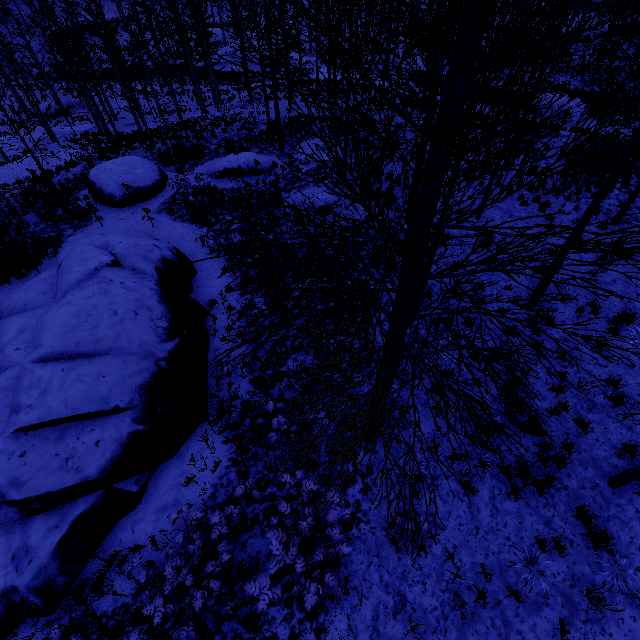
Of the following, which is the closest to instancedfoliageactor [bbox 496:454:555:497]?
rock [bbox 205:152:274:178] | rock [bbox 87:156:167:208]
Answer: rock [bbox 205:152:274:178]

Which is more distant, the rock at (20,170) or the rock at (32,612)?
the rock at (20,170)

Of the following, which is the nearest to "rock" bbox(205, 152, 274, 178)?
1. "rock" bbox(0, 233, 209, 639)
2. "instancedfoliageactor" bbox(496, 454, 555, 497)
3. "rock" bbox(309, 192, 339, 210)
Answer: "rock" bbox(309, 192, 339, 210)

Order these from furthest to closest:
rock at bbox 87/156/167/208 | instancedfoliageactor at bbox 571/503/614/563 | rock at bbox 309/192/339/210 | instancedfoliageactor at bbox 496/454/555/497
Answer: rock at bbox 87/156/167/208, rock at bbox 309/192/339/210, instancedfoliageactor at bbox 496/454/555/497, instancedfoliageactor at bbox 571/503/614/563

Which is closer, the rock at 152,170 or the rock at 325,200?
the rock at 325,200

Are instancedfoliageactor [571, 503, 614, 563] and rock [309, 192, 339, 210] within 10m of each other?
no

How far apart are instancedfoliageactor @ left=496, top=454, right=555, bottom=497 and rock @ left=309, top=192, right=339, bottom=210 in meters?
6.2 m

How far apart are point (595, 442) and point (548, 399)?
1.1 meters
